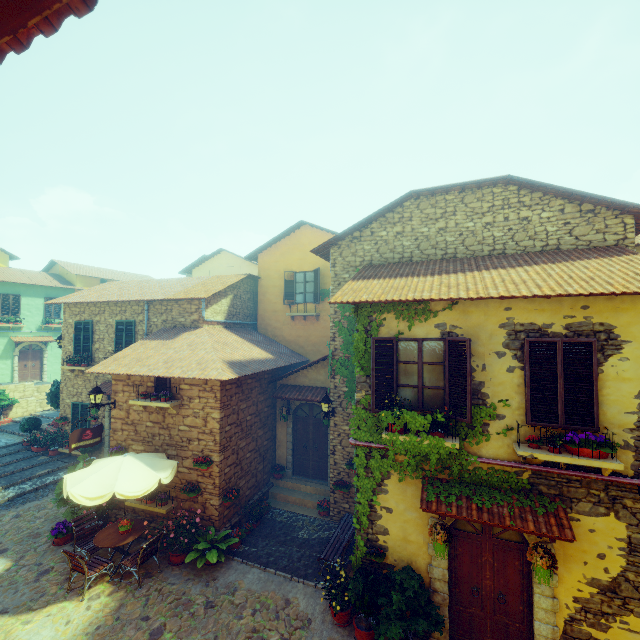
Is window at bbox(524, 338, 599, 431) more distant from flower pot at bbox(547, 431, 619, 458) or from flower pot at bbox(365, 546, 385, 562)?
flower pot at bbox(365, 546, 385, 562)

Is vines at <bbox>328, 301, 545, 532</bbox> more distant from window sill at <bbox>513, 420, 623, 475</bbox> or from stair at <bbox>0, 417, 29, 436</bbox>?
stair at <bbox>0, 417, 29, 436</bbox>

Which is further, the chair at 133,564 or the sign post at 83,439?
the sign post at 83,439

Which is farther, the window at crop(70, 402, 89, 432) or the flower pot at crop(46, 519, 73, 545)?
the window at crop(70, 402, 89, 432)

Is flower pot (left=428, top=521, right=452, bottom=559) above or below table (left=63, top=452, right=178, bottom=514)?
below

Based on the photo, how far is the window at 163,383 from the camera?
9.92m

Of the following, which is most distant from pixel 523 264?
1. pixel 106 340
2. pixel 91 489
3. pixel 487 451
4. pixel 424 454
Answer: pixel 106 340

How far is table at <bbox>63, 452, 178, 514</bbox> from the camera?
7.46m
